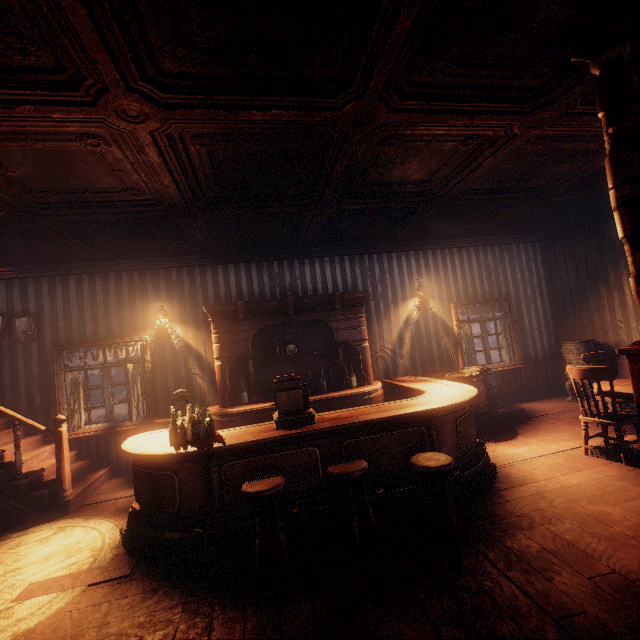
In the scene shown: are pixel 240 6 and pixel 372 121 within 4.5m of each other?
yes

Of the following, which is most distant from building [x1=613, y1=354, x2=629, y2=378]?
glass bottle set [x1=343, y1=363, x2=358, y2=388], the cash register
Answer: the cash register

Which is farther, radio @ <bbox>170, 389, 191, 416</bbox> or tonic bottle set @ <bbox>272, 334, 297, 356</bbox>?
tonic bottle set @ <bbox>272, 334, 297, 356</bbox>

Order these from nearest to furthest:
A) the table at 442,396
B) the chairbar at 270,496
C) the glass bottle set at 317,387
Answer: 1. the chairbar at 270,496
2. the table at 442,396
3. the glass bottle set at 317,387

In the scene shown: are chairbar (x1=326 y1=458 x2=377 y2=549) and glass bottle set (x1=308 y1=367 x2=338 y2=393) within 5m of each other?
yes

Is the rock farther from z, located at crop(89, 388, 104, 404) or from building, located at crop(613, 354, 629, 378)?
building, located at crop(613, 354, 629, 378)

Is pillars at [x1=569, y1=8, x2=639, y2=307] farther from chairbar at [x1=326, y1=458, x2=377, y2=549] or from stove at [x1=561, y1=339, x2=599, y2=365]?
stove at [x1=561, y1=339, x2=599, y2=365]

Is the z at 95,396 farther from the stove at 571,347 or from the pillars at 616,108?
the pillars at 616,108
